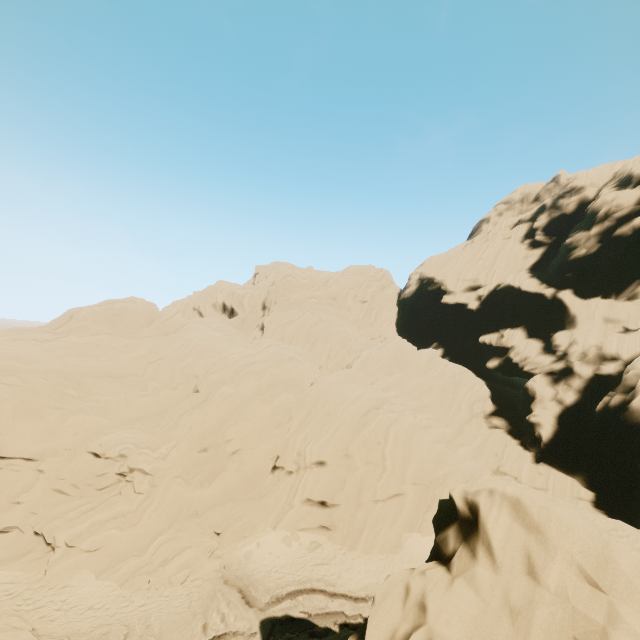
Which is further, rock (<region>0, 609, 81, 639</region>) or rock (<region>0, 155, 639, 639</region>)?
rock (<region>0, 609, 81, 639</region>)

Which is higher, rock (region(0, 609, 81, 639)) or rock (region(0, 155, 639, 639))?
rock (region(0, 155, 639, 639))

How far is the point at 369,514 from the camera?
23.0 meters

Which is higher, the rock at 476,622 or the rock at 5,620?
the rock at 476,622

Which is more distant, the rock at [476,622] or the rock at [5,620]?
the rock at [5,620]
